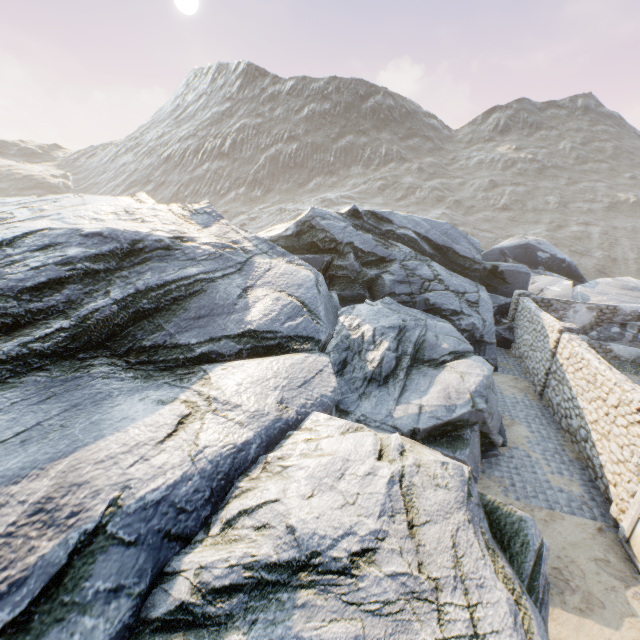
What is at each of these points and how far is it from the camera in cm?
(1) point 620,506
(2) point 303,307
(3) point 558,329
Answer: (1) stone column, 795
(2) rock, 1062
(3) stone column, 1257

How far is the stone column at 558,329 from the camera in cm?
1243

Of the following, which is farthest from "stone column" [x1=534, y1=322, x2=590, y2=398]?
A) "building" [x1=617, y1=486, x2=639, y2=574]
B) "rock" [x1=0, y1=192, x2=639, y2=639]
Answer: "building" [x1=617, y1=486, x2=639, y2=574]

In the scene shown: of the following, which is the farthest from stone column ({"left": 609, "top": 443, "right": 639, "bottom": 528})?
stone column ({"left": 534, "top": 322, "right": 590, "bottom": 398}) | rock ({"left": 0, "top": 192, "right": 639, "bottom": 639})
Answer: stone column ({"left": 534, "top": 322, "right": 590, "bottom": 398})

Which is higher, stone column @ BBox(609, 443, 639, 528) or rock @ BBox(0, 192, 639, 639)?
rock @ BBox(0, 192, 639, 639)

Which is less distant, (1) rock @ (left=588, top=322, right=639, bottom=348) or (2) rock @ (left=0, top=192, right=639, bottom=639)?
(2) rock @ (left=0, top=192, right=639, bottom=639)

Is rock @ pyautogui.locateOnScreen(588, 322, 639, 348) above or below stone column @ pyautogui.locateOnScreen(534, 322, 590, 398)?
below

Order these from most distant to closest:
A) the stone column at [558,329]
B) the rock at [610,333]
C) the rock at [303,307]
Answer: the rock at [610,333], the stone column at [558,329], the rock at [303,307]
